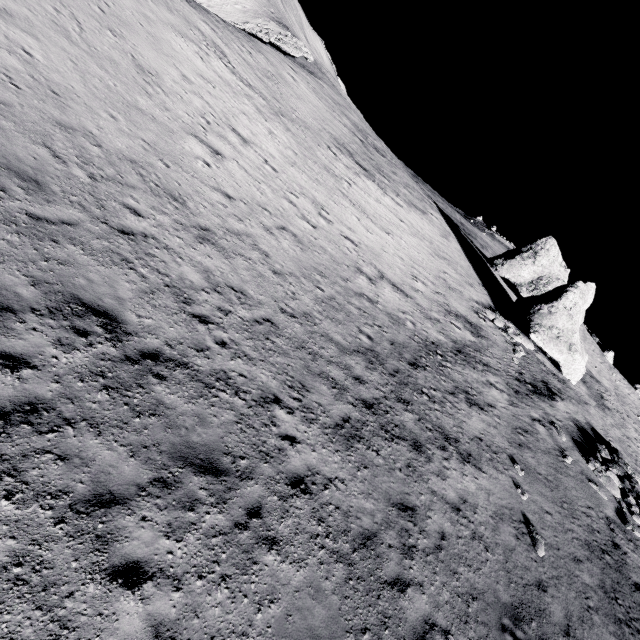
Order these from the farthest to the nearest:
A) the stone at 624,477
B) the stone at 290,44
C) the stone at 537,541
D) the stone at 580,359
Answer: the stone at 290,44 → the stone at 580,359 → the stone at 624,477 → the stone at 537,541

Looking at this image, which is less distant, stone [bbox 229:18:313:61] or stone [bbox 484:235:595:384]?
stone [bbox 484:235:595:384]

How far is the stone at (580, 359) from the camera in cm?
2328

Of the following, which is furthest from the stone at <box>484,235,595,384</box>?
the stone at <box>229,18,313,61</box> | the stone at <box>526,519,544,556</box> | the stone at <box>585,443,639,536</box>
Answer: the stone at <box>229,18,313,61</box>

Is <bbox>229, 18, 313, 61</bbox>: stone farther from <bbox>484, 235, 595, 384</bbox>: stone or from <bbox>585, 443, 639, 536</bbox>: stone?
<bbox>585, 443, 639, 536</bbox>: stone

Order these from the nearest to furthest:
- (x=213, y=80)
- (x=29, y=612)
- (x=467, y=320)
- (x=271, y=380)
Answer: (x=29, y=612)
(x=271, y=380)
(x=213, y=80)
(x=467, y=320)

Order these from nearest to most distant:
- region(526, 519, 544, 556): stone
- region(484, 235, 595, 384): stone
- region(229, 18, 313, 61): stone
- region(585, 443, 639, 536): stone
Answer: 1. region(526, 519, 544, 556): stone
2. region(585, 443, 639, 536): stone
3. region(484, 235, 595, 384): stone
4. region(229, 18, 313, 61): stone

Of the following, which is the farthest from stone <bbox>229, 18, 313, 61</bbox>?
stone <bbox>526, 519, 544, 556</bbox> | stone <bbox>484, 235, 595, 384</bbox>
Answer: stone <bbox>526, 519, 544, 556</bbox>
